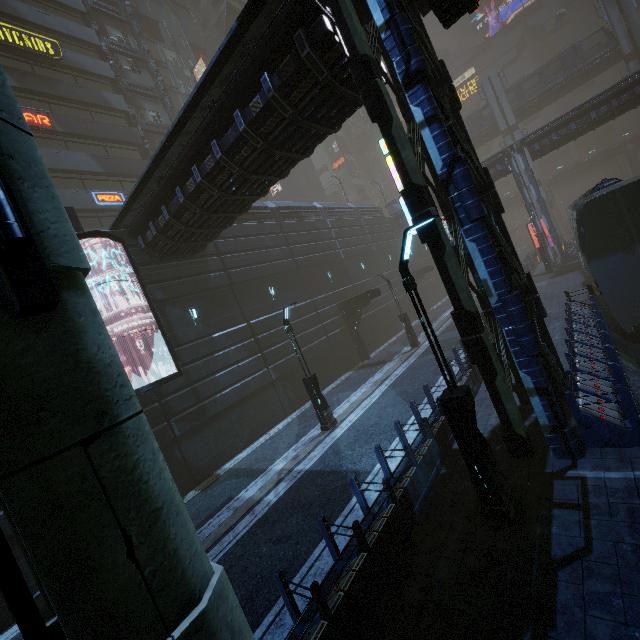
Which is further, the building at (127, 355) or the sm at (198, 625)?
the building at (127, 355)

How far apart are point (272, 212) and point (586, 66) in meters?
50.3

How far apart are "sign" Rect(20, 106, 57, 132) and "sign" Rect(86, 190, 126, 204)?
4.4m

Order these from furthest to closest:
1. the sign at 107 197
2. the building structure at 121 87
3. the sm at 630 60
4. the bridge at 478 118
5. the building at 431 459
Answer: the bridge at 478 118 → the sm at 630 60 → the building structure at 121 87 → the sign at 107 197 → the building at 431 459

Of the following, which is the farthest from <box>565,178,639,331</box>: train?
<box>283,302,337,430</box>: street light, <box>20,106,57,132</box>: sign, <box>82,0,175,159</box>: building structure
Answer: <box>20,106,57,132</box>: sign

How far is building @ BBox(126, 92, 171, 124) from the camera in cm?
3167

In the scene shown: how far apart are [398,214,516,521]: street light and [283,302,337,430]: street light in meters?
7.6 m

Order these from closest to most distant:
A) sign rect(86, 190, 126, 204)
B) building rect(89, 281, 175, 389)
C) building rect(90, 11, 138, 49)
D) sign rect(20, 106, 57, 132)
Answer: building rect(89, 281, 175, 389) < sign rect(20, 106, 57, 132) < sign rect(86, 190, 126, 204) < building rect(90, 11, 138, 49)
